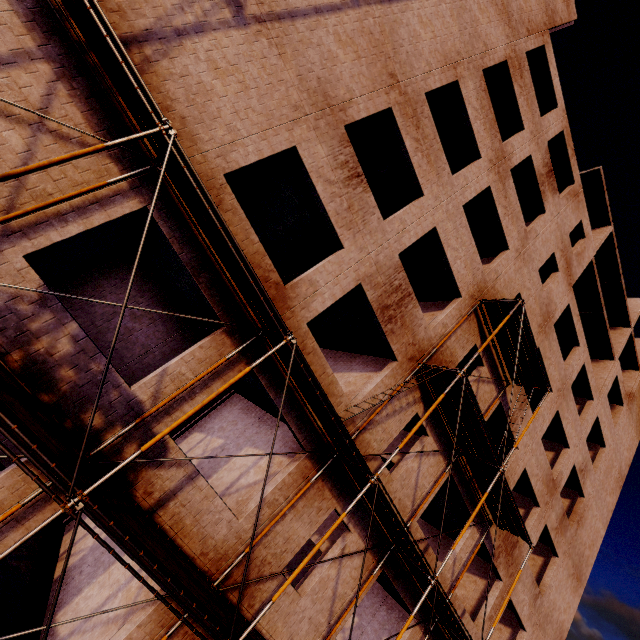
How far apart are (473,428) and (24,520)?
11.2 meters
